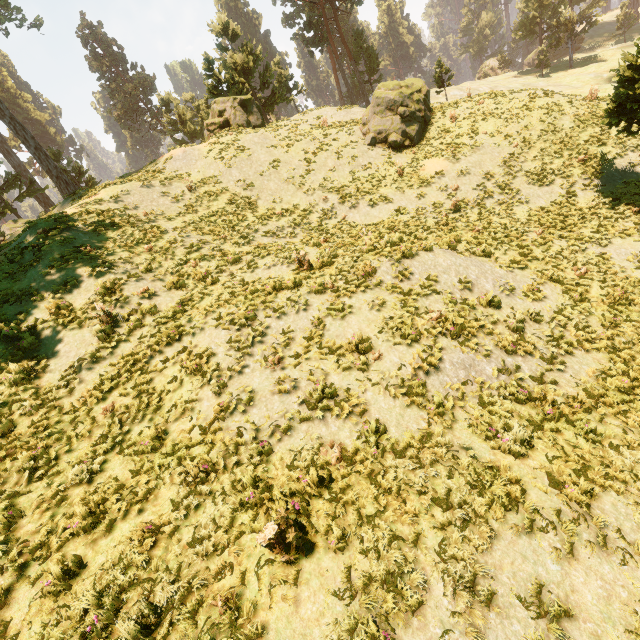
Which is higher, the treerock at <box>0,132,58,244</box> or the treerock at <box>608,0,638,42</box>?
the treerock at <box>0,132,58,244</box>

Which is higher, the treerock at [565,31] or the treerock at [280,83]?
the treerock at [280,83]

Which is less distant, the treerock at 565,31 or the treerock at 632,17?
the treerock at 565,31

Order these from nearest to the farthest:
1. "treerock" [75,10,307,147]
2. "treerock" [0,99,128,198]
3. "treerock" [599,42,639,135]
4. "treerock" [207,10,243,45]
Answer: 1. "treerock" [599,42,639,135]
2. "treerock" [0,99,128,198]
3. "treerock" [75,10,307,147]
4. "treerock" [207,10,243,45]

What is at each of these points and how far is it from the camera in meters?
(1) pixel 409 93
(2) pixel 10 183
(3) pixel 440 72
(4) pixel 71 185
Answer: (1) treerock, 19.8 m
(2) treerock, 37.0 m
(3) treerock, 30.6 m
(4) treerock, 20.9 m

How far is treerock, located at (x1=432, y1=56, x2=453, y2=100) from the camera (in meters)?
Answer: 30.45
